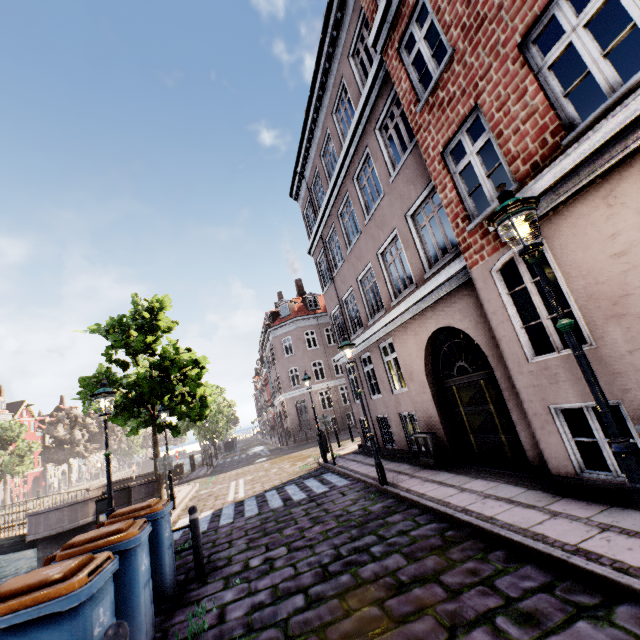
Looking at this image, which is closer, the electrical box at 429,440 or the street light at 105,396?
the street light at 105,396

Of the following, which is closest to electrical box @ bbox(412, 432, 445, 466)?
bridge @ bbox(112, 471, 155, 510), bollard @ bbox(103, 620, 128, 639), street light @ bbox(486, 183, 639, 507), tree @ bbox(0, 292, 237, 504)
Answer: street light @ bbox(486, 183, 639, 507)

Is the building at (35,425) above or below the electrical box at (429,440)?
above

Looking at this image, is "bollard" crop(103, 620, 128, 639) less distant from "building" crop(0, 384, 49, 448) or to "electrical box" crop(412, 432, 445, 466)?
"building" crop(0, 384, 49, 448)

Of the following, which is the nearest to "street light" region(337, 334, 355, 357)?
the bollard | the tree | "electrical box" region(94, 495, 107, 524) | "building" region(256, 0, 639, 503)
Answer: the tree

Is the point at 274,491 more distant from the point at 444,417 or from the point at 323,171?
the point at 323,171

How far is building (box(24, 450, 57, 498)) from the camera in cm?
5322

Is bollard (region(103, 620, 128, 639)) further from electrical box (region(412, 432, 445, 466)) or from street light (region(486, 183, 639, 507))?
electrical box (region(412, 432, 445, 466))
